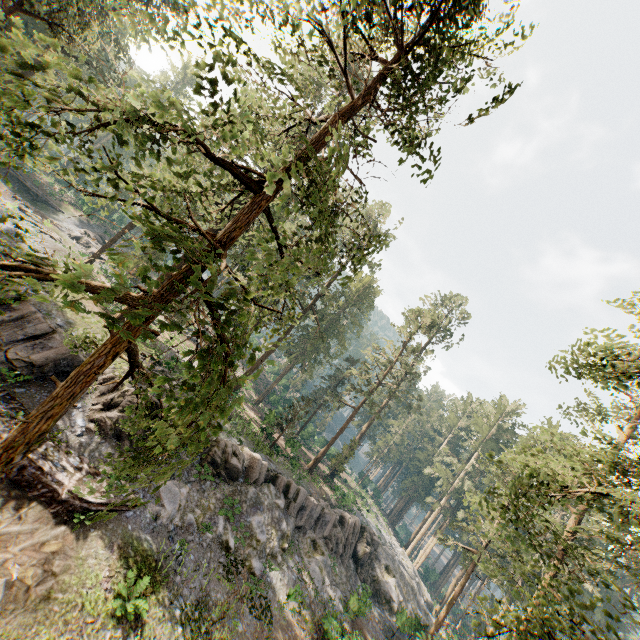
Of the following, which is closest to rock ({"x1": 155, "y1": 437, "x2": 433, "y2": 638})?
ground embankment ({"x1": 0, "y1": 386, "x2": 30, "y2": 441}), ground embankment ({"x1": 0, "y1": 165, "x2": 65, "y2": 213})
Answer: ground embankment ({"x1": 0, "y1": 386, "x2": 30, "y2": 441})

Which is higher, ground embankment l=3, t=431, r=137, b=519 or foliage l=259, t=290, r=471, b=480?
foliage l=259, t=290, r=471, b=480

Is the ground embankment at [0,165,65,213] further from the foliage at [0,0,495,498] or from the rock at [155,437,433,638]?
the rock at [155,437,433,638]

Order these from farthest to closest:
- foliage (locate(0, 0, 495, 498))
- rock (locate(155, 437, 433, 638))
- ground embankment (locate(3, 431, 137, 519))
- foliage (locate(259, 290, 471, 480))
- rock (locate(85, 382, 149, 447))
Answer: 1. foliage (locate(259, 290, 471, 480))
2. rock (locate(155, 437, 433, 638))
3. rock (locate(85, 382, 149, 447))
4. ground embankment (locate(3, 431, 137, 519))
5. foliage (locate(0, 0, 495, 498))

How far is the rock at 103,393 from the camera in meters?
16.3

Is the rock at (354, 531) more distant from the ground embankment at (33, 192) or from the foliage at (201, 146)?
the ground embankment at (33, 192)

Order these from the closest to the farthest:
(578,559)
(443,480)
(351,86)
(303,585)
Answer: (351,86), (578,559), (303,585), (443,480)
